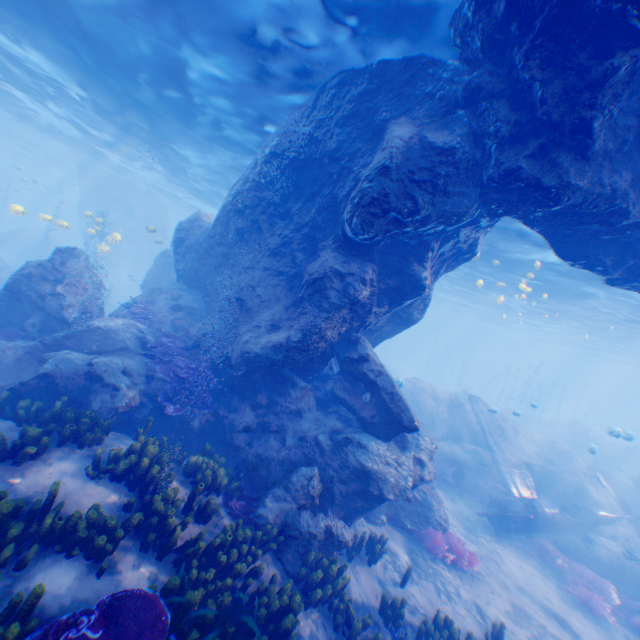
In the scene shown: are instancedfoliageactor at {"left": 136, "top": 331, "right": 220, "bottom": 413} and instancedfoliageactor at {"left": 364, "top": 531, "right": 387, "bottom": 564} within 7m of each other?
yes

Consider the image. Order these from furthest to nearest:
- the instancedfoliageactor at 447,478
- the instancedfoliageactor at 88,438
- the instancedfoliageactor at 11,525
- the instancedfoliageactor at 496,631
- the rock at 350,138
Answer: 1. the instancedfoliageactor at 447,478
2. the instancedfoliageactor at 496,631
3. the rock at 350,138
4. the instancedfoliageactor at 88,438
5. the instancedfoliageactor at 11,525

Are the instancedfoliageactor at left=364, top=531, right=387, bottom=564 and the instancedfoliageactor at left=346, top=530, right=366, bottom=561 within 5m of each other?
yes

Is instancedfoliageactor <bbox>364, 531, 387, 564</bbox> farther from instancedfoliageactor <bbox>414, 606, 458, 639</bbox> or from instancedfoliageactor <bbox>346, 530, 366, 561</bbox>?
instancedfoliageactor <bbox>414, 606, 458, 639</bbox>

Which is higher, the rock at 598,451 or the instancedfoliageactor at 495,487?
the rock at 598,451

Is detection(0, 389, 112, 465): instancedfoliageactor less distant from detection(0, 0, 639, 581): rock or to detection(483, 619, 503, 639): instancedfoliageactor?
detection(0, 0, 639, 581): rock

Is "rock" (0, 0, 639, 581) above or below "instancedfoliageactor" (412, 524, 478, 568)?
above

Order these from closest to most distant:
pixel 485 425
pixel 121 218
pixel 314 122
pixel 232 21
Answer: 1. pixel 232 21
2. pixel 314 122
3. pixel 485 425
4. pixel 121 218
